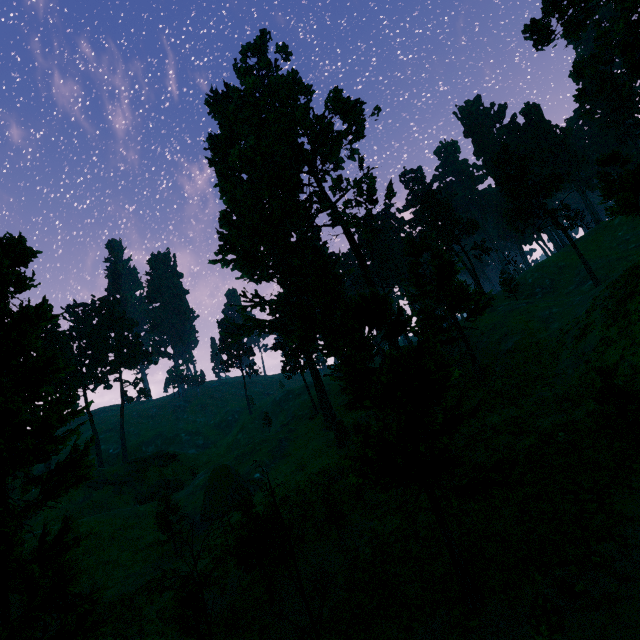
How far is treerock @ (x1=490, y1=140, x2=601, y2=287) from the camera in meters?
40.2

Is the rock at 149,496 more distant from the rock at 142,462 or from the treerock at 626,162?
the treerock at 626,162

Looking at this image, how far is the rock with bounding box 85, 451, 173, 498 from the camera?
50.6 meters

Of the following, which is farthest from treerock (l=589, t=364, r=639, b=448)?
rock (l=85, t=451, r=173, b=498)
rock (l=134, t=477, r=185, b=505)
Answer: rock (l=134, t=477, r=185, b=505)

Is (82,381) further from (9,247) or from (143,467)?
(9,247)

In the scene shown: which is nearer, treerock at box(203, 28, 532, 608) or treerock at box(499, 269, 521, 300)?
treerock at box(203, 28, 532, 608)

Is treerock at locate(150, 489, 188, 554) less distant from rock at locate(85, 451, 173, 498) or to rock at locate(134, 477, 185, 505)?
rock at locate(85, 451, 173, 498)

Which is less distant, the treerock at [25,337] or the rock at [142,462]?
the treerock at [25,337]
